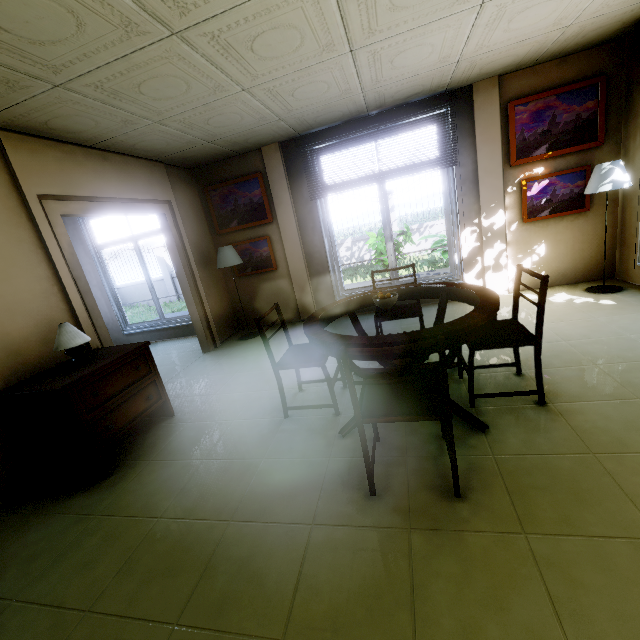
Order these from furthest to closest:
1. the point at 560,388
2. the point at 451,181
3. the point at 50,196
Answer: the point at 451,181, the point at 50,196, the point at 560,388

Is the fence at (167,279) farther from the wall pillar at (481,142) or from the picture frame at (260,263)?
the wall pillar at (481,142)

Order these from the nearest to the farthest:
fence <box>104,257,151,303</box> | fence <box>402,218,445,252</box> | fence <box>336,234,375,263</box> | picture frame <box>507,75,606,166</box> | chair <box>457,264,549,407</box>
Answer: chair <box>457,264,549,407</box> < picture frame <box>507,75,606,166</box> < fence <box>402,218,445,252</box> < fence <box>336,234,375,263</box> < fence <box>104,257,151,303</box>

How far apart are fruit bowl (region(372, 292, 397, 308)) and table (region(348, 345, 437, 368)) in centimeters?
45cm

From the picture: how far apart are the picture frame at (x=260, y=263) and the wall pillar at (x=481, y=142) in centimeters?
318cm

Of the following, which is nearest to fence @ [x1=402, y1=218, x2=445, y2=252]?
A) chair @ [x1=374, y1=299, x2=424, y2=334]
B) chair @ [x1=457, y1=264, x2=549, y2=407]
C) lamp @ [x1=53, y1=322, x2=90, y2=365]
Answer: chair @ [x1=374, y1=299, x2=424, y2=334]

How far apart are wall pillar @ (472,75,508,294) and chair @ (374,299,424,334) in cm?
184

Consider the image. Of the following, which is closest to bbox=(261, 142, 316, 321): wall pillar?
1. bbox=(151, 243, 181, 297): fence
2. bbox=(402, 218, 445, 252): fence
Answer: bbox=(402, 218, 445, 252): fence
